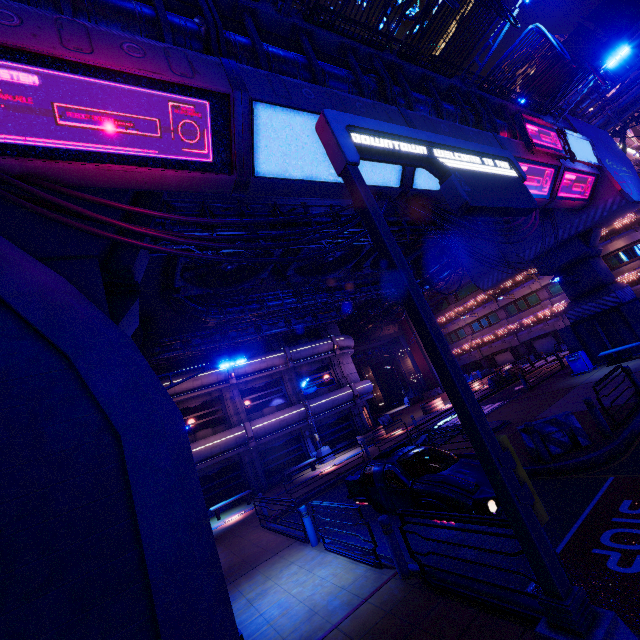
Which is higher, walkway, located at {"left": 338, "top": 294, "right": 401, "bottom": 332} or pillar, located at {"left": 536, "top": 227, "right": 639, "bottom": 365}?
walkway, located at {"left": 338, "top": 294, "right": 401, "bottom": 332}

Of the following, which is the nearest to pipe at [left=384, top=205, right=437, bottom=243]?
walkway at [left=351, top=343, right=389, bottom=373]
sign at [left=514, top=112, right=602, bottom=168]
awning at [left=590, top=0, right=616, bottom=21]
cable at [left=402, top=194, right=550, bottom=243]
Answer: cable at [left=402, top=194, right=550, bottom=243]

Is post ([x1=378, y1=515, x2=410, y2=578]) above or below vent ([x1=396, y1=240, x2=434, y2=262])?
below

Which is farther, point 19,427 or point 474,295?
point 474,295

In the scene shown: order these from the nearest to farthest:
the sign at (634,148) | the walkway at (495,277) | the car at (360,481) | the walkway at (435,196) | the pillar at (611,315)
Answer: the car at (360,481)
the walkway at (435,196)
the pillar at (611,315)
the walkway at (495,277)
the sign at (634,148)

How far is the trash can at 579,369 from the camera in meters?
18.3 m

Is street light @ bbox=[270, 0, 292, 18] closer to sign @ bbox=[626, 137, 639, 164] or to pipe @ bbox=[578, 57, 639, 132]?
pipe @ bbox=[578, 57, 639, 132]

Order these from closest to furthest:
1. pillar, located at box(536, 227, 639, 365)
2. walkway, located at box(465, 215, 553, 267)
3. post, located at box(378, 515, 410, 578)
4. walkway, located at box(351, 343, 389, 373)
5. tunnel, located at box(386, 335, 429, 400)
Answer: post, located at box(378, 515, 410, 578) < pillar, located at box(536, 227, 639, 365) < walkway, located at box(465, 215, 553, 267) < tunnel, located at box(386, 335, 429, 400) < walkway, located at box(351, 343, 389, 373)
